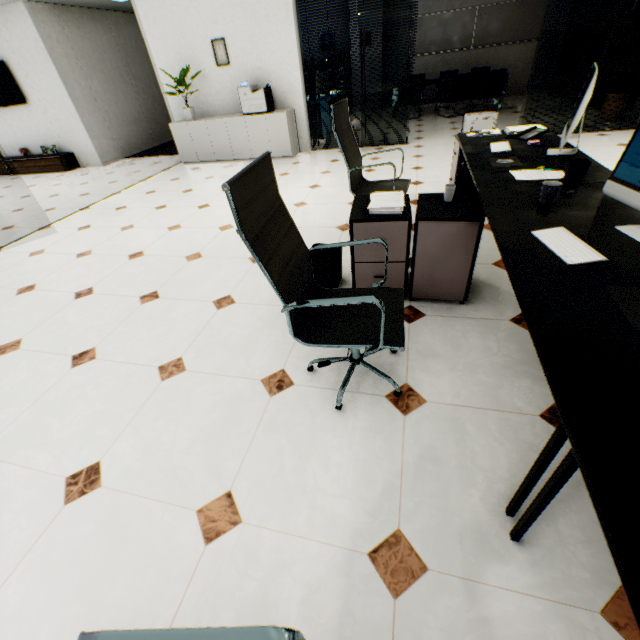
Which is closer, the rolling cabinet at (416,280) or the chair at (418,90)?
the rolling cabinet at (416,280)

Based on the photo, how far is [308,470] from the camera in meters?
1.5

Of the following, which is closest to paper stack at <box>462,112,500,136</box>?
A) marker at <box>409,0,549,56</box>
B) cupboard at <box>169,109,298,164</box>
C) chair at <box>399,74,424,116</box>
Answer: cupboard at <box>169,109,298,164</box>

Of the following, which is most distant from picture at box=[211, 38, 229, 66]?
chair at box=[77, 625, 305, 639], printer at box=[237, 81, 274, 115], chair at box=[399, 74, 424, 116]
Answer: chair at box=[77, 625, 305, 639]

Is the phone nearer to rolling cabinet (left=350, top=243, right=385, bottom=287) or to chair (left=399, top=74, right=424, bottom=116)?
rolling cabinet (left=350, top=243, right=385, bottom=287)

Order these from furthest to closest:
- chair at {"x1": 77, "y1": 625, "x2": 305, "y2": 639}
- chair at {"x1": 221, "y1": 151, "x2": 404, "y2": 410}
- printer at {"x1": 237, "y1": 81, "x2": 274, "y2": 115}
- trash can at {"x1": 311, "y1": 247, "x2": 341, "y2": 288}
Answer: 1. printer at {"x1": 237, "y1": 81, "x2": 274, "y2": 115}
2. trash can at {"x1": 311, "y1": 247, "x2": 341, "y2": 288}
3. chair at {"x1": 221, "y1": 151, "x2": 404, "y2": 410}
4. chair at {"x1": 77, "y1": 625, "x2": 305, "y2": 639}

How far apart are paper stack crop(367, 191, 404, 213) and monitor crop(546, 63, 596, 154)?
1.10m

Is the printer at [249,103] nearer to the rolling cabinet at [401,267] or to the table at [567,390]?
the table at [567,390]
